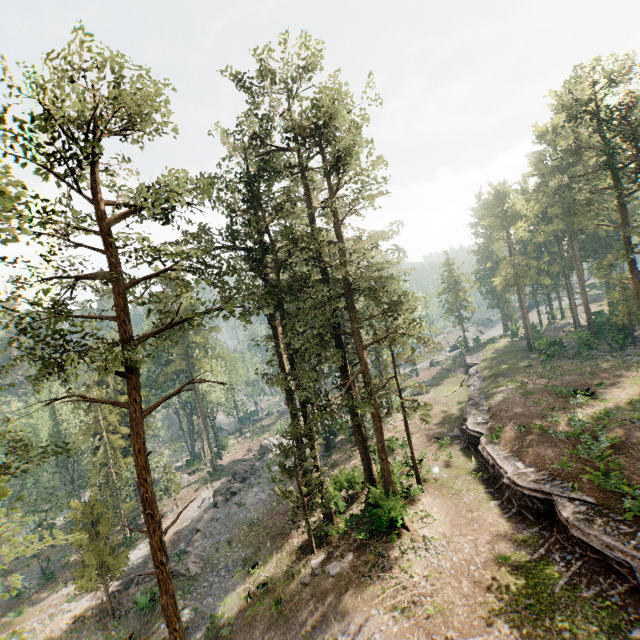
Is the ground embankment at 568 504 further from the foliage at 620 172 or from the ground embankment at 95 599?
the ground embankment at 95 599

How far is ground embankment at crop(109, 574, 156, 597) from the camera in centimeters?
2828cm

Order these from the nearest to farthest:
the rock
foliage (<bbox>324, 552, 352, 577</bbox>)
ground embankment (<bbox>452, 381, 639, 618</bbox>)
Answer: ground embankment (<bbox>452, 381, 639, 618</bbox>)
foliage (<bbox>324, 552, 352, 577</bbox>)
the rock

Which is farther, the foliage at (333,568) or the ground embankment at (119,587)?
the ground embankment at (119,587)

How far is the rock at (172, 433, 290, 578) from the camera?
26.2m

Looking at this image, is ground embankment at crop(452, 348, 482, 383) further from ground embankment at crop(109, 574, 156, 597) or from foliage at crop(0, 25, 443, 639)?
ground embankment at crop(109, 574, 156, 597)

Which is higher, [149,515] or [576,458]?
[149,515]

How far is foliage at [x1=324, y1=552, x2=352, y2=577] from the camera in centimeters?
1958cm
